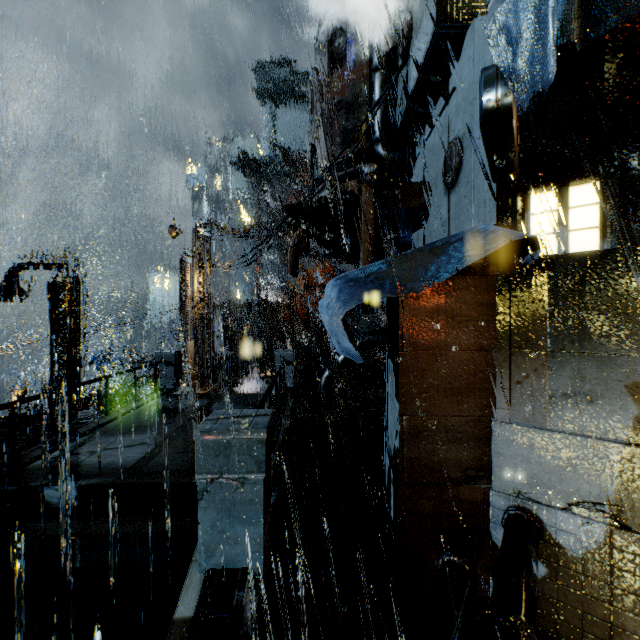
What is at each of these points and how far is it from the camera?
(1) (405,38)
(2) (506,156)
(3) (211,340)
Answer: (1) building vent, 8.3 meters
(2) sign, 4.1 meters
(3) building, 19.8 meters

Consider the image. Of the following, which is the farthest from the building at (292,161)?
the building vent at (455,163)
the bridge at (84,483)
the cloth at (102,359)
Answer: the cloth at (102,359)

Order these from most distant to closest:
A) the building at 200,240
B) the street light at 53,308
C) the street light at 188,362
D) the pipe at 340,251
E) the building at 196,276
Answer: the building at 196,276
the building at 200,240
the street light at 188,362
the pipe at 340,251
the street light at 53,308

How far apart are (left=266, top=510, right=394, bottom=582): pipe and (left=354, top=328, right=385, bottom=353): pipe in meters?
8.5

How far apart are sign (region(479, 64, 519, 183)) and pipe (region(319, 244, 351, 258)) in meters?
10.8 m

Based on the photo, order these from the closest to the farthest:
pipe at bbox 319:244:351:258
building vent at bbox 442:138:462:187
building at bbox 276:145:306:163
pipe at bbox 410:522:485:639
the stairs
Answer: pipe at bbox 410:522:485:639 → building vent at bbox 442:138:462:187 → pipe at bbox 319:244:351:258 → the stairs → building at bbox 276:145:306:163

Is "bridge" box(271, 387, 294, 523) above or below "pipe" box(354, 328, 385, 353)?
below

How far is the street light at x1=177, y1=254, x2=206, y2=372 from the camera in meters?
17.2
